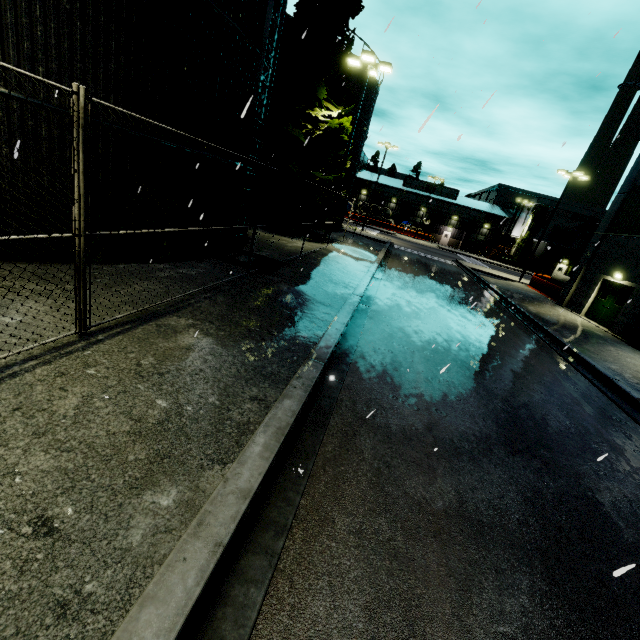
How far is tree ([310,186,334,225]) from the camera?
19.6 meters

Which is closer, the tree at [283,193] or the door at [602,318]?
the door at [602,318]

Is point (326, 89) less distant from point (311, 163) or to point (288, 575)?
point (311, 163)

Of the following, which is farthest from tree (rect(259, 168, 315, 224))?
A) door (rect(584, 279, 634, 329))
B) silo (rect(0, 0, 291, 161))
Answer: door (rect(584, 279, 634, 329))

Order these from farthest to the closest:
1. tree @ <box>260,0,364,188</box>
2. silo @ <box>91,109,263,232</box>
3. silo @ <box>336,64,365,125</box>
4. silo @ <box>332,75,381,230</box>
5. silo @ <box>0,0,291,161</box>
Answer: silo @ <box>332,75,381,230</box>, silo @ <box>336,64,365,125</box>, tree @ <box>260,0,364,188</box>, silo @ <box>91,109,263,232</box>, silo @ <box>0,0,291,161</box>

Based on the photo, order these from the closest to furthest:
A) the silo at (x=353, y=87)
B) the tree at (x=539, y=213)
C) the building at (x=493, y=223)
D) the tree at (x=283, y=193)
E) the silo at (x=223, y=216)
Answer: the silo at (x=223, y=216)
the tree at (x=283, y=193)
the silo at (x=353, y=87)
the tree at (x=539, y=213)
the building at (x=493, y=223)

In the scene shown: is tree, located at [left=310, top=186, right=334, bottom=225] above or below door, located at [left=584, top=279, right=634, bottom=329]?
above

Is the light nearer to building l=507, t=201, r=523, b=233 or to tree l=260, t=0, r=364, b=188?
tree l=260, t=0, r=364, b=188
